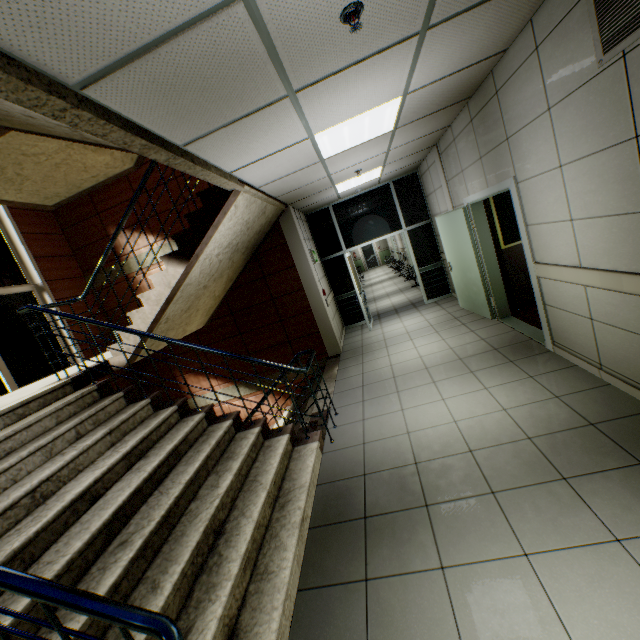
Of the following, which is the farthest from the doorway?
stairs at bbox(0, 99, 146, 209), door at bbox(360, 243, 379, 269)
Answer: door at bbox(360, 243, 379, 269)

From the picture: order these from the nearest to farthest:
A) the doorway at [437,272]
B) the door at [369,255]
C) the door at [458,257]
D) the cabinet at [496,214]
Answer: the door at [458,257]
the cabinet at [496,214]
the doorway at [437,272]
the door at [369,255]

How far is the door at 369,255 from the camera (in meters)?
23.98

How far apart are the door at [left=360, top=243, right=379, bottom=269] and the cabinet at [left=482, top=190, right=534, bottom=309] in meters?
18.8

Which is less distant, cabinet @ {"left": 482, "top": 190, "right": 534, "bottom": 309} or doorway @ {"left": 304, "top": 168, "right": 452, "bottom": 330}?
cabinet @ {"left": 482, "top": 190, "right": 534, "bottom": 309}

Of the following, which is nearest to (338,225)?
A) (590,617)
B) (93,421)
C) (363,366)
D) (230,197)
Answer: (363,366)

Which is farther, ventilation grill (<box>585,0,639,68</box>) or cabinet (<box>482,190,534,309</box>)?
cabinet (<box>482,190,534,309</box>)

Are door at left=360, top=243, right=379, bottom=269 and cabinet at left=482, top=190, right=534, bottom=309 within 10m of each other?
no
